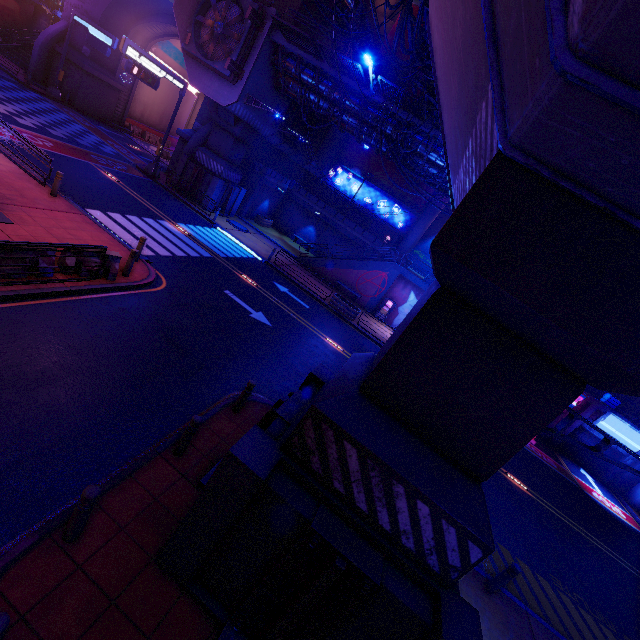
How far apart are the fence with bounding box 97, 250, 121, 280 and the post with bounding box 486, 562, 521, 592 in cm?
1443

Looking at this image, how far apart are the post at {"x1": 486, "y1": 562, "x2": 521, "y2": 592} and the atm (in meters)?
19.63

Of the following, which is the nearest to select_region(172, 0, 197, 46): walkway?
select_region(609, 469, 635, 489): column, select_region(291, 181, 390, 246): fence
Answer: select_region(291, 181, 390, 246): fence

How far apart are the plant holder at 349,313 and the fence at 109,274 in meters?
14.0 m

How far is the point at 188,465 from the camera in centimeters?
682cm

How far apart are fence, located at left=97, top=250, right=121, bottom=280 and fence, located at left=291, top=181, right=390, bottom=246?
25.9m

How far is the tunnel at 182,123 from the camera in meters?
43.6

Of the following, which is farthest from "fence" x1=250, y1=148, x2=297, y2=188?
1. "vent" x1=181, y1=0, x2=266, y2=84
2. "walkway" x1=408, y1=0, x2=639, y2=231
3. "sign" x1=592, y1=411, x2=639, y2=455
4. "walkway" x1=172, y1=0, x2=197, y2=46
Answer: "sign" x1=592, y1=411, x2=639, y2=455
